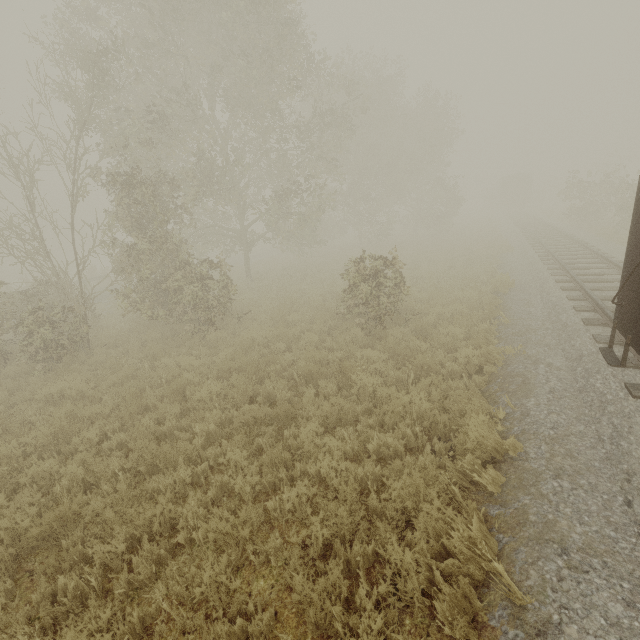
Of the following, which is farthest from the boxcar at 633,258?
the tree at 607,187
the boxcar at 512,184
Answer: the boxcar at 512,184

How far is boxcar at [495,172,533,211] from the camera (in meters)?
41.94

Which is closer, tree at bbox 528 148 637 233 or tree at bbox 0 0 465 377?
tree at bbox 0 0 465 377

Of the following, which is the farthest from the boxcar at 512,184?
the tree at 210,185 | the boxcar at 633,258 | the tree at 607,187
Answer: the boxcar at 633,258

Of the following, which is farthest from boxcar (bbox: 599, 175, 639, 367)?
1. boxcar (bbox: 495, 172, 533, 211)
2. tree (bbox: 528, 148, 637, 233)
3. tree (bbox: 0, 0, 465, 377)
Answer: boxcar (bbox: 495, 172, 533, 211)

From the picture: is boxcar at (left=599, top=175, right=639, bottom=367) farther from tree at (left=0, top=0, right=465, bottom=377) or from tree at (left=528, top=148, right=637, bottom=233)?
tree at (left=0, top=0, right=465, bottom=377)

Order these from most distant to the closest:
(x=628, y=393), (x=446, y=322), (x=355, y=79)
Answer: (x=355, y=79), (x=446, y=322), (x=628, y=393)
